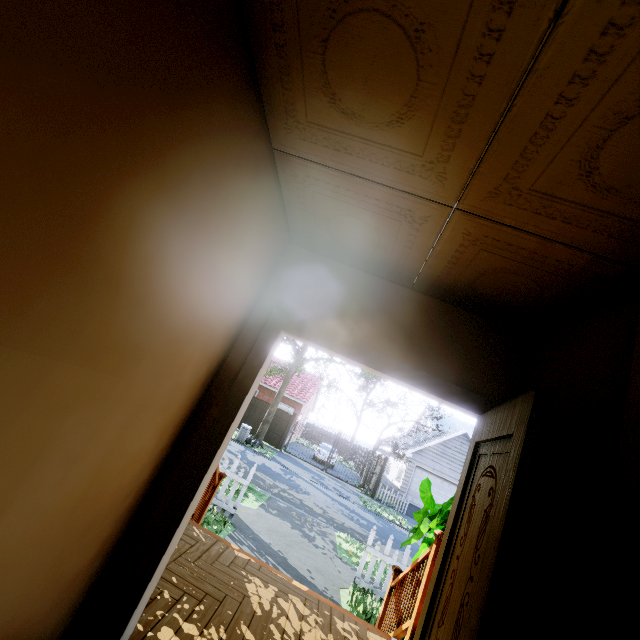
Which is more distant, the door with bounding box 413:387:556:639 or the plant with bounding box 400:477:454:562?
the plant with bounding box 400:477:454:562

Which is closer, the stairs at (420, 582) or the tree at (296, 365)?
the stairs at (420, 582)

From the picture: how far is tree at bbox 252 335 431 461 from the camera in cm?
1599

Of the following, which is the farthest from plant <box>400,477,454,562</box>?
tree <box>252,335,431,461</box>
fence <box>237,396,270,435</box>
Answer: fence <box>237,396,270,435</box>

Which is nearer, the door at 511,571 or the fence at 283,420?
the door at 511,571

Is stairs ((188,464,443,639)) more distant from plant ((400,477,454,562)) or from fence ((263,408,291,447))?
fence ((263,408,291,447))

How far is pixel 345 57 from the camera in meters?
1.2 m

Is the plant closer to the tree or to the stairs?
the stairs
